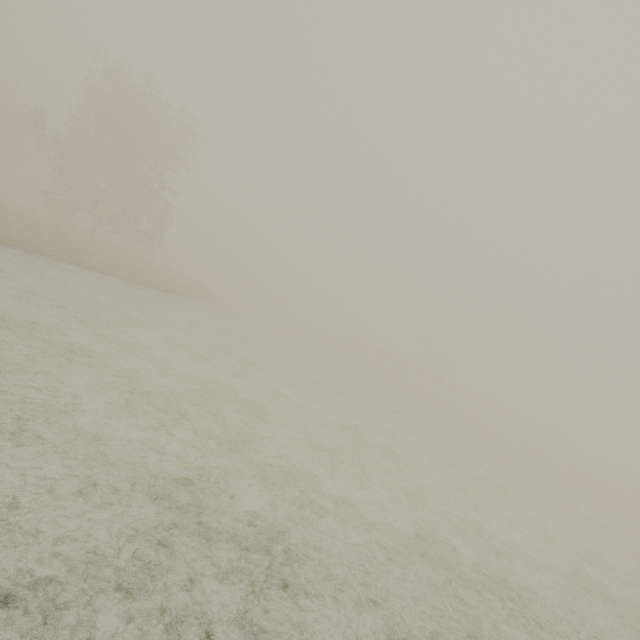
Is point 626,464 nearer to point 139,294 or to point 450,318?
point 450,318
